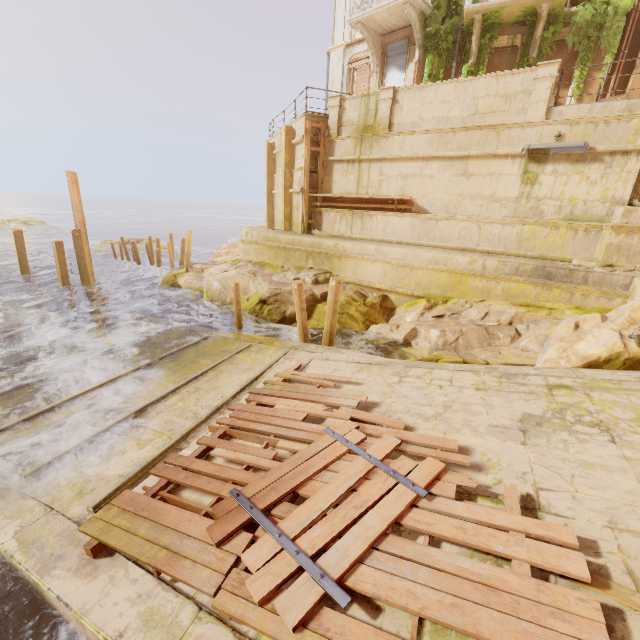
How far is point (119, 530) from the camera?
3.81m

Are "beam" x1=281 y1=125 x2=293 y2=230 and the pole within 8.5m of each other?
no

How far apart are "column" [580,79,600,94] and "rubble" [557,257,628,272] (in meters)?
7.46

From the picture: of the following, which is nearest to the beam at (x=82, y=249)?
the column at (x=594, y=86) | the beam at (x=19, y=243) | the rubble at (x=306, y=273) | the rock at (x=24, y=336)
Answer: the rock at (x=24, y=336)

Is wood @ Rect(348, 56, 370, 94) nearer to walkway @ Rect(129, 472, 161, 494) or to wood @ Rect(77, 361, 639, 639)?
walkway @ Rect(129, 472, 161, 494)

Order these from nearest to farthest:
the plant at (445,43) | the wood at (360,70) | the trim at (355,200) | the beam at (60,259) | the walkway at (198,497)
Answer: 1. the walkway at (198,497)
2. the trim at (355,200)
3. the plant at (445,43)
4. the beam at (60,259)
5. the wood at (360,70)

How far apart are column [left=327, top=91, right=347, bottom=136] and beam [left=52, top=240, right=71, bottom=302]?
13.0 meters

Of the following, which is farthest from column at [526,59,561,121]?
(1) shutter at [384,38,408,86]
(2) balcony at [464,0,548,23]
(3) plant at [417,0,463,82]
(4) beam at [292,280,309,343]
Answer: (4) beam at [292,280,309,343]
